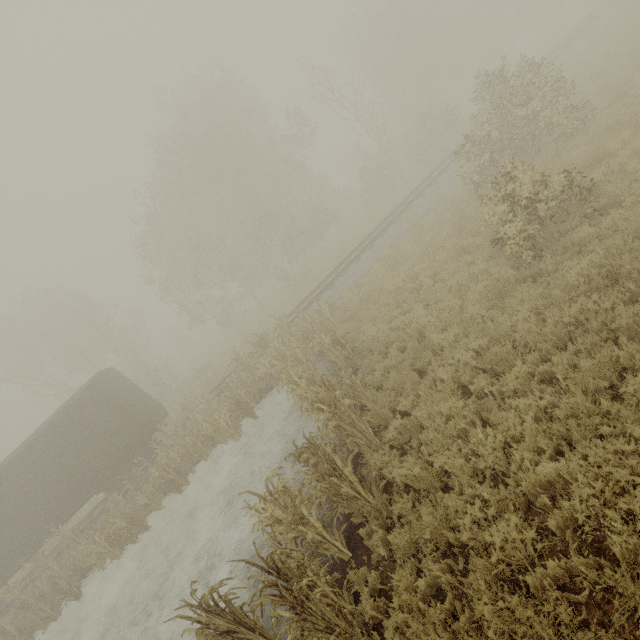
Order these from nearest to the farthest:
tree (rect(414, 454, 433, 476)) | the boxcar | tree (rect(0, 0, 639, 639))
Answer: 1. tree (rect(0, 0, 639, 639))
2. tree (rect(414, 454, 433, 476))
3. the boxcar

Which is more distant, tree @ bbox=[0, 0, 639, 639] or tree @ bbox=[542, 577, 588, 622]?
tree @ bbox=[0, 0, 639, 639]

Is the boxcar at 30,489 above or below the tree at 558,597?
above

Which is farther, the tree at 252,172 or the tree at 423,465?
the tree at 423,465

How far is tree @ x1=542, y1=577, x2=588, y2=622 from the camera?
3.1 meters

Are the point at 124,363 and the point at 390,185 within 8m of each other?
no
